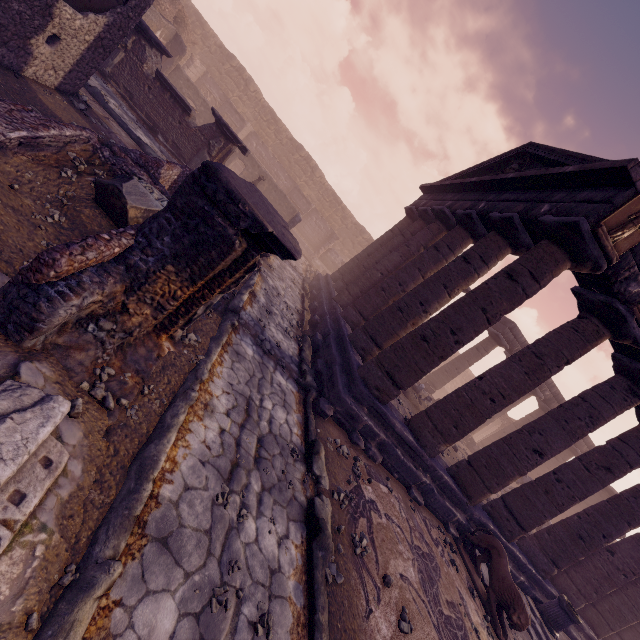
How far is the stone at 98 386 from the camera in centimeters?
304cm

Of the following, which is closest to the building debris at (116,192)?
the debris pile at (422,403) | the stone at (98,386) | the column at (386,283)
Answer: the stone at (98,386)

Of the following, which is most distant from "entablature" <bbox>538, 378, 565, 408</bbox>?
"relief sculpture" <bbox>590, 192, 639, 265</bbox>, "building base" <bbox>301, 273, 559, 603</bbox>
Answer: "building base" <bbox>301, 273, 559, 603</bbox>

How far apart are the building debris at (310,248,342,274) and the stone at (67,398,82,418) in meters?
22.9 m

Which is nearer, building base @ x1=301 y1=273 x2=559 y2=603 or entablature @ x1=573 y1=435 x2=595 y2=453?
building base @ x1=301 y1=273 x2=559 y2=603

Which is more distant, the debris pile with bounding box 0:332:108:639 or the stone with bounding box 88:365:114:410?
the stone with bounding box 88:365:114:410

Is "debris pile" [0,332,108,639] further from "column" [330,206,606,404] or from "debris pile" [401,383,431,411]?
"debris pile" [401,383,431,411]

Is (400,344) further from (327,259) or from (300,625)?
(327,259)
